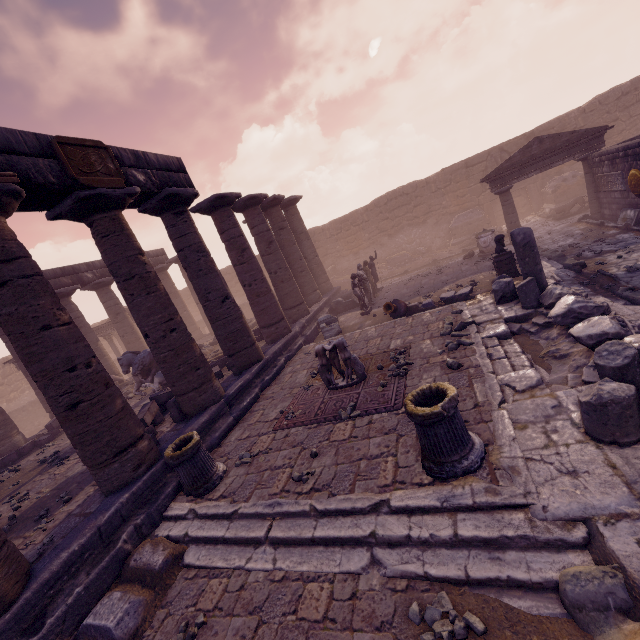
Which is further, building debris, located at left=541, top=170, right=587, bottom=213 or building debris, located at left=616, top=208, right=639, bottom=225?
building debris, located at left=541, top=170, right=587, bottom=213

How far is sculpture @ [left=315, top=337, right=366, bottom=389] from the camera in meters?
7.1 m

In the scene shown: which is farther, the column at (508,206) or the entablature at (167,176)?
the column at (508,206)

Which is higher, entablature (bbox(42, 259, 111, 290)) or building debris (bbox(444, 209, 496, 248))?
entablature (bbox(42, 259, 111, 290))

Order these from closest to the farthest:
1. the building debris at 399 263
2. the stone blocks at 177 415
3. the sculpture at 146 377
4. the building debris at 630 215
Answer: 1. the stone blocks at 177 415
2. the building debris at 630 215
3. the sculpture at 146 377
4. the building debris at 399 263

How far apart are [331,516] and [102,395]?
4.5m

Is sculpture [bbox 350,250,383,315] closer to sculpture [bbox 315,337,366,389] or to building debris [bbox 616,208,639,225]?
sculpture [bbox 315,337,366,389]

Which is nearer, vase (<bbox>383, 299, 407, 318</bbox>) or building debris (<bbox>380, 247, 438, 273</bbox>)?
vase (<bbox>383, 299, 407, 318</bbox>)
